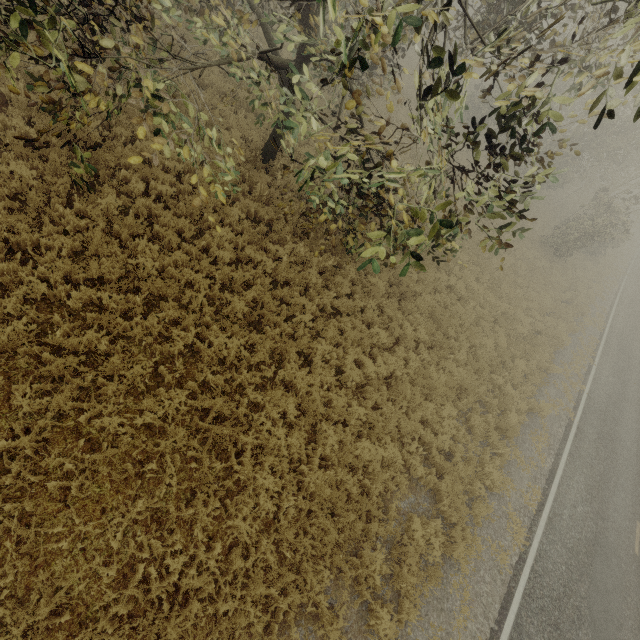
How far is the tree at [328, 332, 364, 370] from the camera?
8.8 meters

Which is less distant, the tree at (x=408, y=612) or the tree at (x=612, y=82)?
the tree at (x=612, y=82)

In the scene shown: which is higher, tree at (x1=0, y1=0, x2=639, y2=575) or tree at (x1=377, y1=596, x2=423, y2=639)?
tree at (x1=0, y1=0, x2=639, y2=575)

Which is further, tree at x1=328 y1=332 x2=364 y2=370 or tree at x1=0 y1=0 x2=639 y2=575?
tree at x1=328 y1=332 x2=364 y2=370

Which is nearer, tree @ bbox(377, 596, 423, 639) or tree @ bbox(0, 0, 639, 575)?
tree @ bbox(0, 0, 639, 575)

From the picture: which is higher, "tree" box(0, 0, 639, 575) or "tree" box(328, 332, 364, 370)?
"tree" box(0, 0, 639, 575)

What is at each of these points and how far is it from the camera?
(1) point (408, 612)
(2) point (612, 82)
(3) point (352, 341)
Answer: (1) tree, 6.6m
(2) tree, 19.7m
(3) tree, 9.4m

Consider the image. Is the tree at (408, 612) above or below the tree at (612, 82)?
below
